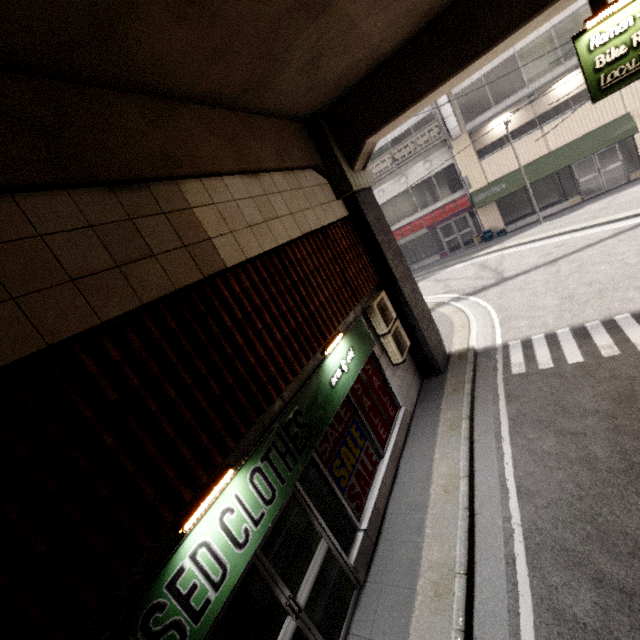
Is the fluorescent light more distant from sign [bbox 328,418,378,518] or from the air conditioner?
the air conditioner

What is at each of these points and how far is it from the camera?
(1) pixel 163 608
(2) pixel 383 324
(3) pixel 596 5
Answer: (1) sign, 2.6 meters
(2) air conditioner, 7.2 meters
(3) sign holder, 4.9 meters

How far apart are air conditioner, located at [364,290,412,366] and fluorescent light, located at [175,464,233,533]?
4.6 meters

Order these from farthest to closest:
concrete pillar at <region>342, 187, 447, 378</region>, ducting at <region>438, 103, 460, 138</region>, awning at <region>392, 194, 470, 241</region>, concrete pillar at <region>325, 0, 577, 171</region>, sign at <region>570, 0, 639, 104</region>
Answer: awning at <region>392, 194, 470, 241</region> → ducting at <region>438, 103, 460, 138</region> → concrete pillar at <region>342, 187, 447, 378</region> → concrete pillar at <region>325, 0, 577, 171</region> → sign at <region>570, 0, 639, 104</region>

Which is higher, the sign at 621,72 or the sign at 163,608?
the sign at 621,72

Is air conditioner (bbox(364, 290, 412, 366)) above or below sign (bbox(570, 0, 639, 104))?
below

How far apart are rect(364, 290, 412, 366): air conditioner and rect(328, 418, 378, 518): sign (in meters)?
2.04

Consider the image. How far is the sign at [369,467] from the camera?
5.1m
